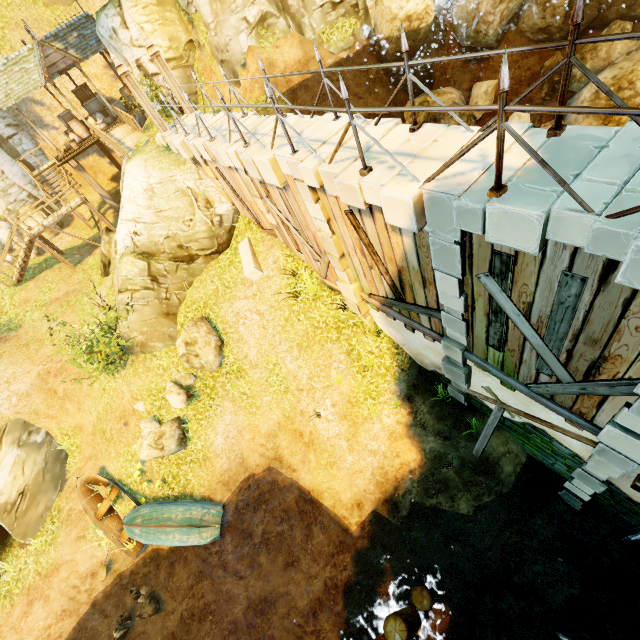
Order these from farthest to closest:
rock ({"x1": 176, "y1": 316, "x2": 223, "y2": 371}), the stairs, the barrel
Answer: the barrel < the stairs < rock ({"x1": 176, "y1": 316, "x2": 223, "y2": 371})

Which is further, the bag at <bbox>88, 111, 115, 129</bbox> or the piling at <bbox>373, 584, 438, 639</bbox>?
the bag at <bbox>88, 111, 115, 129</bbox>

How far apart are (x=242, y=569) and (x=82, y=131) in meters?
Answer: 25.4 m

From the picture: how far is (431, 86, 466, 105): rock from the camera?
14.6 meters

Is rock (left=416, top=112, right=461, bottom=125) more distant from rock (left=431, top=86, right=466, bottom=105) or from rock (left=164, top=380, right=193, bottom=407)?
rock (left=164, top=380, right=193, bottom=407)

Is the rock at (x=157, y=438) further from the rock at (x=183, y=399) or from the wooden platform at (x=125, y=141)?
the wooden platform at (x=125, y=141)

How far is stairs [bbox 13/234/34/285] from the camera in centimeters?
1742cm

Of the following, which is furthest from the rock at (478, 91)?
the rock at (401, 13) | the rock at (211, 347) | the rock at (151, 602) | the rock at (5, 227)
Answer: the rock at (5, 227)
